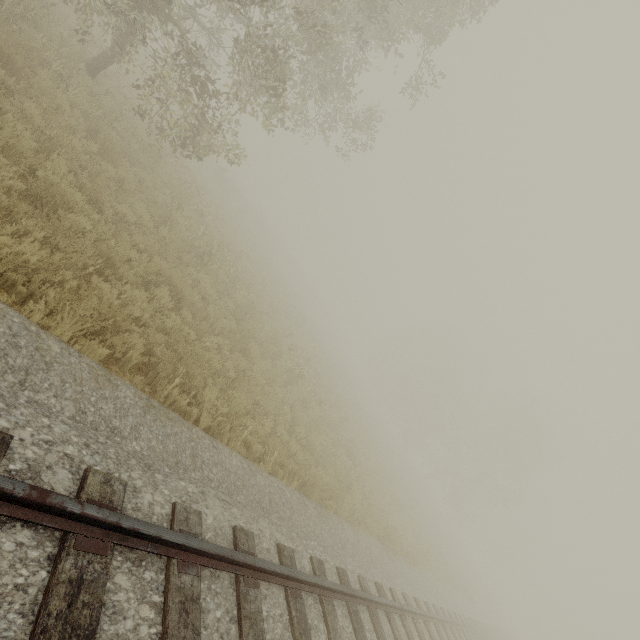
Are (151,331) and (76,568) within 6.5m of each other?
yes

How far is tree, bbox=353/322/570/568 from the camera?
35.2m

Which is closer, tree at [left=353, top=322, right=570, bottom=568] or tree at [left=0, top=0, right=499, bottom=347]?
tree at [left=0, top=0, right=499, bottom=347]

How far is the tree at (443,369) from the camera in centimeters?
3516cm

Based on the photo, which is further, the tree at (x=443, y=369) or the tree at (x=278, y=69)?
Answer: the tree at (x=443, y=369)
